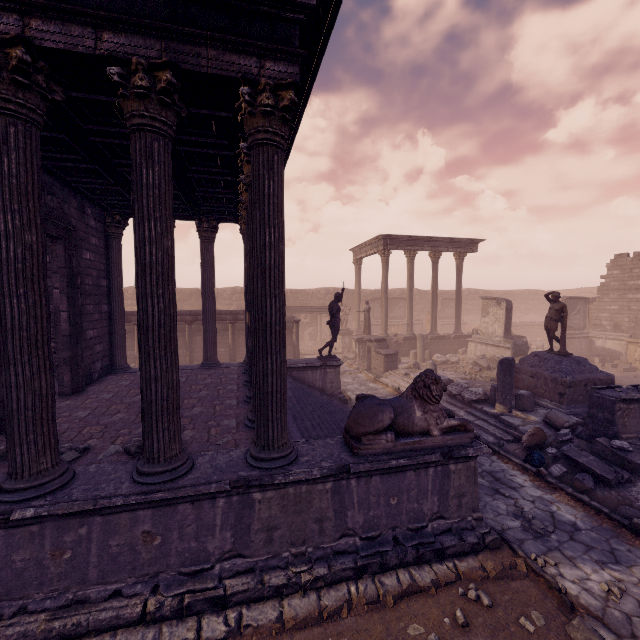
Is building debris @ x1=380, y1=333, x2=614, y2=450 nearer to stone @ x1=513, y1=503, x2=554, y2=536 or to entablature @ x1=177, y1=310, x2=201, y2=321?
stone @ x1=513, y1=503, x2=554, y2=536

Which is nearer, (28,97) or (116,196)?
(28,97)

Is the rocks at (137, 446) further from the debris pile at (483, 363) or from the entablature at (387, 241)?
the entablature at (387, 241)

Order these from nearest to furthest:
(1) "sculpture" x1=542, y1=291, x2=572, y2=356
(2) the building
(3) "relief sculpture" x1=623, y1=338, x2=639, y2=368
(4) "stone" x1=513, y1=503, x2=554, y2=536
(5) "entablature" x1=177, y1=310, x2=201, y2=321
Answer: (2) the building < (4) "stone" x1=513, y1=503, x2=554, y2=536 < (1) "sculpture" x1=542, y1=291, x2=572, y2=356 < (5) "entablature" x1=177, y1=310, x2=201, y2=321 < (3) "relief sculpture" x1=623, y1=338, x2=639, y2=368

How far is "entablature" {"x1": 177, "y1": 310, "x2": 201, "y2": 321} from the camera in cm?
1576

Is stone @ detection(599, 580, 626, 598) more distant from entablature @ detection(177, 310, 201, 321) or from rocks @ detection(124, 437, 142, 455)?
entablature @ detection(177, 310, 201, 321)

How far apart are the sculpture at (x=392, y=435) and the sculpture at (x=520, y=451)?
3.8m

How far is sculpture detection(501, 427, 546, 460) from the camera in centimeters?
803cm
